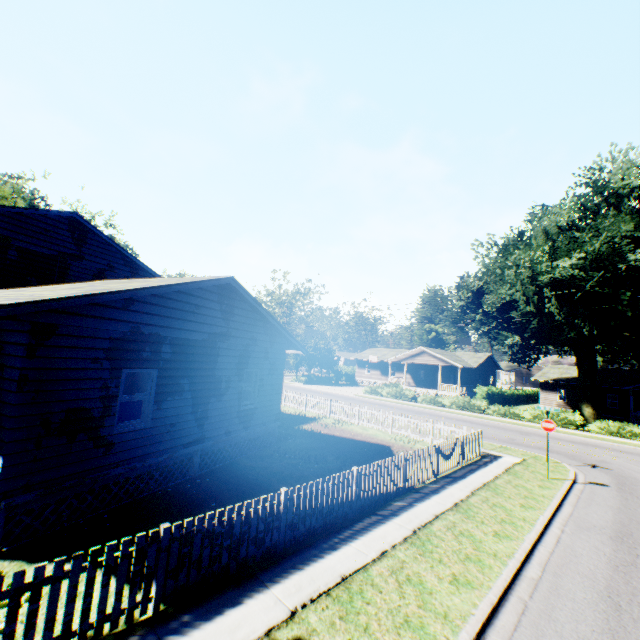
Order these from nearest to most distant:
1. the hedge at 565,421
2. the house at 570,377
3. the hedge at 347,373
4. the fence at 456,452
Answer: the fence at 456,452
the hedge at 565,421
the house at 570,377
the hedge at 347,373

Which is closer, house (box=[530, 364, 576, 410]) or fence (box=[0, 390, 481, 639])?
fence (box=[0, 390, 481, 639])

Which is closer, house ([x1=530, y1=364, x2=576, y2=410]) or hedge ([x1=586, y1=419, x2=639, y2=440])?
hedge ([x1=586, y1=419, x2=639, y2=440])

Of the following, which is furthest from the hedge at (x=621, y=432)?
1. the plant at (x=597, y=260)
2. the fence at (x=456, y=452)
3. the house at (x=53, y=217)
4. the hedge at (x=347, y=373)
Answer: the house at (x=53, y=217)

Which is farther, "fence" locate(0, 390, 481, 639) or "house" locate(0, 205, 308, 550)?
"house" locate(0, 205, 308, 550)

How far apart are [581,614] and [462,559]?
2.01m

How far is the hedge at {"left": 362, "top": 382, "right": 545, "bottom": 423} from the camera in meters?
28.4

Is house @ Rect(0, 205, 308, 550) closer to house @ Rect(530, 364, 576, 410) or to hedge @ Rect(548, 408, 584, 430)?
hedge @ Rect(548, 408, 584, 430)
